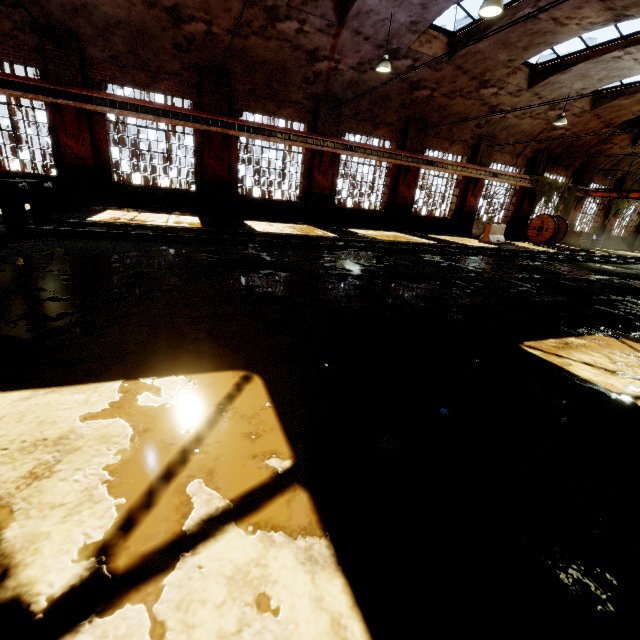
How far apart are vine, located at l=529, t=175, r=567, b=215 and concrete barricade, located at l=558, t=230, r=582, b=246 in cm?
101

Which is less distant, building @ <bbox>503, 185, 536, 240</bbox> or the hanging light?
the hanging light

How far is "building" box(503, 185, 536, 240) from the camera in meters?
21.1 m

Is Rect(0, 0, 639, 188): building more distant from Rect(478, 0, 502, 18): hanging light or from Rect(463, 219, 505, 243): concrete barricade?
Rect(463, 219, 505, 243): concrete barricade

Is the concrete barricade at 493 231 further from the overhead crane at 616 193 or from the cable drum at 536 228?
the overhead crane at 616 193

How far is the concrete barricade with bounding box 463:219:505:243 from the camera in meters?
16.6 m

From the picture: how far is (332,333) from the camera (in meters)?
3.47

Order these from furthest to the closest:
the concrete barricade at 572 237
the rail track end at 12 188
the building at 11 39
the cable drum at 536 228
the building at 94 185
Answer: the concrete barricade at 572 237 < the cable drum at 536 228 < the building at 94 185 < the building at 11 39 < the rail track end at 12 188
